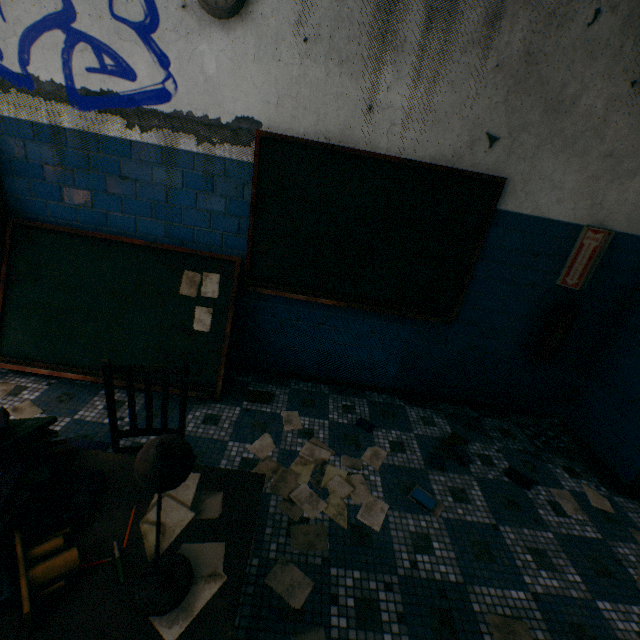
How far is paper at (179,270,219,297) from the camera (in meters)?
2.87

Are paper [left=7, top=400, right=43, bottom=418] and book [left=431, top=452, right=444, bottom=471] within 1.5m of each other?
no

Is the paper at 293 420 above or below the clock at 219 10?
below

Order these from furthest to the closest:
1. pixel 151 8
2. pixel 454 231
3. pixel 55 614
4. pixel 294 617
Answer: pixel 454 231 < pixel 151 8 < pixel 294 617 < pixel 55 614

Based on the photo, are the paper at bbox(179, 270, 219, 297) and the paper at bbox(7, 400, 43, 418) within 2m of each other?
yes

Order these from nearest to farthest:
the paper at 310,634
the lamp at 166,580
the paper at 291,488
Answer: the lamp at 166,580 < the paper at 310,634 < the paper at 291,488

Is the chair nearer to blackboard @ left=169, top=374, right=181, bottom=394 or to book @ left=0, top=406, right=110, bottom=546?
book @ left=0, top=406, right=110, bottom=546

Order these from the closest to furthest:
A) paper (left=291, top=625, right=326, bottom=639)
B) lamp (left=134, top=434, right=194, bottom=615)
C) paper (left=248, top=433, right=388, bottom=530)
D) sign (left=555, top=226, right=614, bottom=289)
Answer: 1. lamp (left=134, top=434, right=194, bottom=615)
2. paper (left=291, top=625, right=326, bottom=639)
3. paper (left=248, top=433, right=388, bottom=530)
4. sign (left=555, top=226, right=614, bottom=289)
